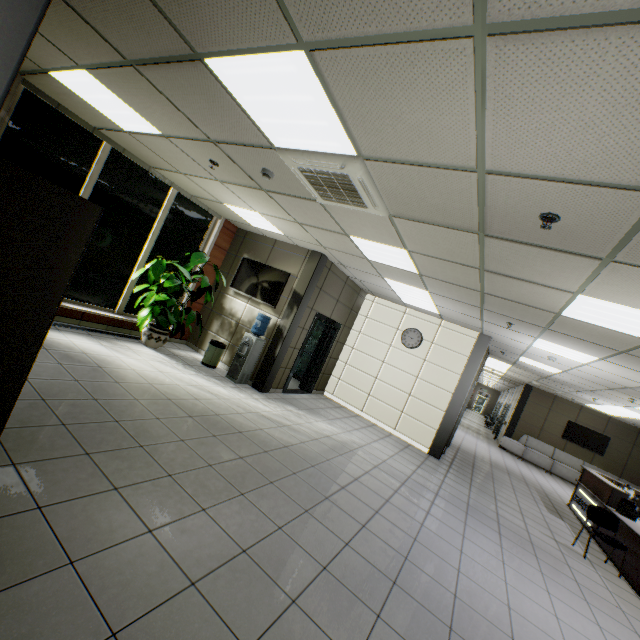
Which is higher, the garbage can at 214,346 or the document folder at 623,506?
the document folder at 623,506

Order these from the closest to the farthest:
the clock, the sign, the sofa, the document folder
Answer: the document folder → the sign → the clock → the sofa

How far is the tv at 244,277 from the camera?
7.12m

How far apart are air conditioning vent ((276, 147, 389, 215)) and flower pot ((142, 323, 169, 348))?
4.42m

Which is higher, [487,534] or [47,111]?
[47,111]

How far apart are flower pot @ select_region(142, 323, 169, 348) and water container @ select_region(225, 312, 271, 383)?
1.42m

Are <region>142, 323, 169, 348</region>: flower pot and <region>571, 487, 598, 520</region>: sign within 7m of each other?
no

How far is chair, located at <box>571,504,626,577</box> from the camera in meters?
5.4 m
